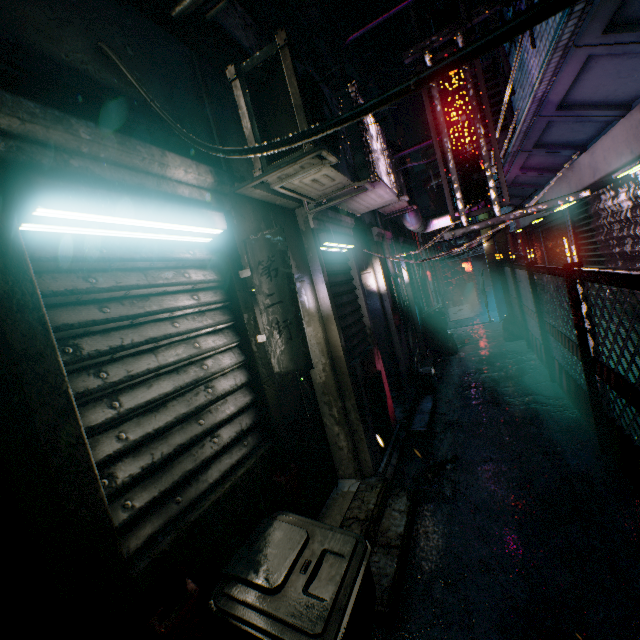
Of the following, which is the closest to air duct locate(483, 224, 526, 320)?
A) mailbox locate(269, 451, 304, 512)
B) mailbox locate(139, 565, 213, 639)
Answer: mailbox locate(269, 451, 304, 512)

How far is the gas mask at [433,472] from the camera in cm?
335

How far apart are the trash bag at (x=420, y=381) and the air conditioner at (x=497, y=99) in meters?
3.3 m

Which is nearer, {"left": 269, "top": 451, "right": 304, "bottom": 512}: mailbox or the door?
{"left": 269, "top": 451, "right": 304, "bottom": 512}: mailbox

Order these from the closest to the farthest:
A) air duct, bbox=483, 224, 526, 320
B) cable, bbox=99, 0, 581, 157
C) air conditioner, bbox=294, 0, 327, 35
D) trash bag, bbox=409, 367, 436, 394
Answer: cable, bbox=99, 0, 581, 157
trash bag, bbox=409, 367, 436, 394
air conditioner, bbox=294, 0, 327, 35
air duct, bbox=483, 224, 526, 320

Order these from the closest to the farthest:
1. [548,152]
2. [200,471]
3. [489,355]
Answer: [200,471] < [548,152] < [489,355]

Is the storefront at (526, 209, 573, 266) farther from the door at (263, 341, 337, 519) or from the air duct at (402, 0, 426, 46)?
the door at (263, 341, 337, 519)

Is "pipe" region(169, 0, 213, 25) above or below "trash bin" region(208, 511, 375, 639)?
above
